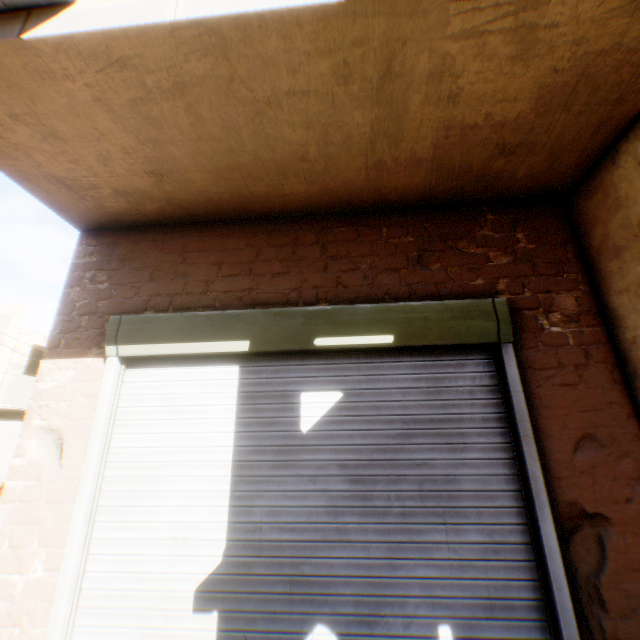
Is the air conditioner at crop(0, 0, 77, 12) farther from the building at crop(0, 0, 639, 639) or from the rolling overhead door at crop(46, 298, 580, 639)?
the rolling overhead door at crop(46, 298, 580, 639)

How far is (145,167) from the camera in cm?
259

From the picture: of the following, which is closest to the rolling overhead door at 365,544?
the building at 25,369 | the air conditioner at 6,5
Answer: the building at 25,369

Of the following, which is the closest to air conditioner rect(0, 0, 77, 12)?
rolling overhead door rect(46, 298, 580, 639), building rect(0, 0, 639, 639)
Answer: building rect(0, 0, 639, 639)

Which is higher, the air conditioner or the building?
the air conditioner

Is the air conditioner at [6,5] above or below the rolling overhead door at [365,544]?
above

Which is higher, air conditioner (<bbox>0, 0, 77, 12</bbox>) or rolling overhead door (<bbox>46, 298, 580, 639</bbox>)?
air conditioner (<bbox>0, 0, 77, 12</bbox>)
